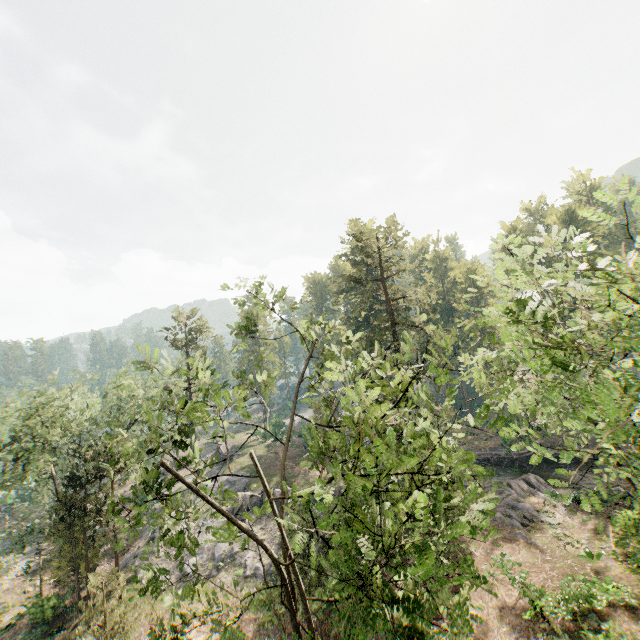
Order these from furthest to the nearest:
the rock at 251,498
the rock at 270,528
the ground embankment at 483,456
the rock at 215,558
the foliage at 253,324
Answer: the ground embankment at 483,456, the rock at 251,498, the rock at 270,528, the rock at 215,558, the foliage at 253,324

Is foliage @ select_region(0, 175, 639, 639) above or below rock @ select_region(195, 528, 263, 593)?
above

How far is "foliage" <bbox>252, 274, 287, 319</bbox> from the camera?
13.9 meters

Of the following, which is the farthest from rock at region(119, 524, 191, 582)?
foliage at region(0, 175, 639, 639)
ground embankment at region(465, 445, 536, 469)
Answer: ground embankment at region(465, 445, 536, 469)

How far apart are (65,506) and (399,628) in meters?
30.3

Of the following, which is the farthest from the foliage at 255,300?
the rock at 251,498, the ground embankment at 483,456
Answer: the ground embankment at 483,456

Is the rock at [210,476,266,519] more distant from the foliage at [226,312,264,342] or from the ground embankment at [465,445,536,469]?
the ground embankment at [465,445,536,469]
